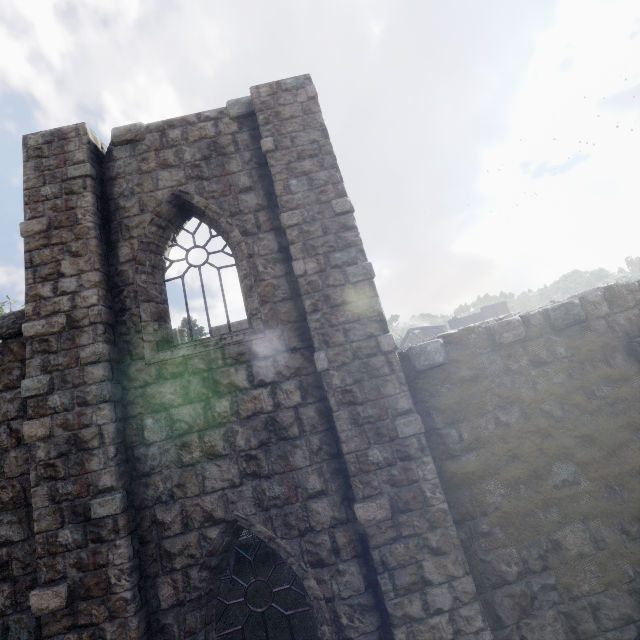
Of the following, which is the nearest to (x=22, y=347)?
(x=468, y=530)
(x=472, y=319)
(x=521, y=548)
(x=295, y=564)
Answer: (x=295, y=564)
